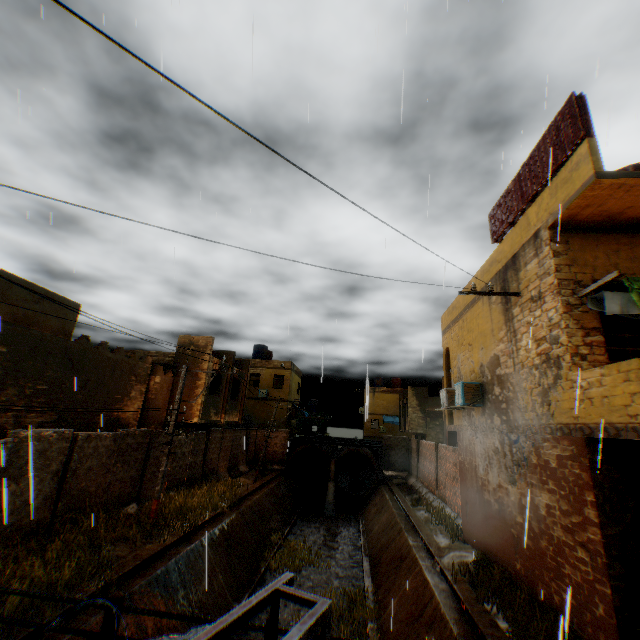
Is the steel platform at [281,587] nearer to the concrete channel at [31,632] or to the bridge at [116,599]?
the bridge at [116,599]

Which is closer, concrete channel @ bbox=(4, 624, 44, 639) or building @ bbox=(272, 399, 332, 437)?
concrete channel @ bbox=(4, 624, 44, 639)

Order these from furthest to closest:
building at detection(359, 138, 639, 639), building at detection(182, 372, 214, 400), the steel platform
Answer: building at detection(182, 372, 214, 400) < building at detection(359, 138, 639, 639) < the steel platform

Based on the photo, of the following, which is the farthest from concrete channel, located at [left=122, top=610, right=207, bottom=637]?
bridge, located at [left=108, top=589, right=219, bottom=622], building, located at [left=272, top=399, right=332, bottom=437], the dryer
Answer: building, located at [left=272, top=399, right=332, bottom=437]

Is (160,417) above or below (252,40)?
below

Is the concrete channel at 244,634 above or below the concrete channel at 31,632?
below

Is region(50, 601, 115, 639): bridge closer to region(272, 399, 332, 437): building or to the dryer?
the dryer

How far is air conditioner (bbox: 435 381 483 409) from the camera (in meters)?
11.17
